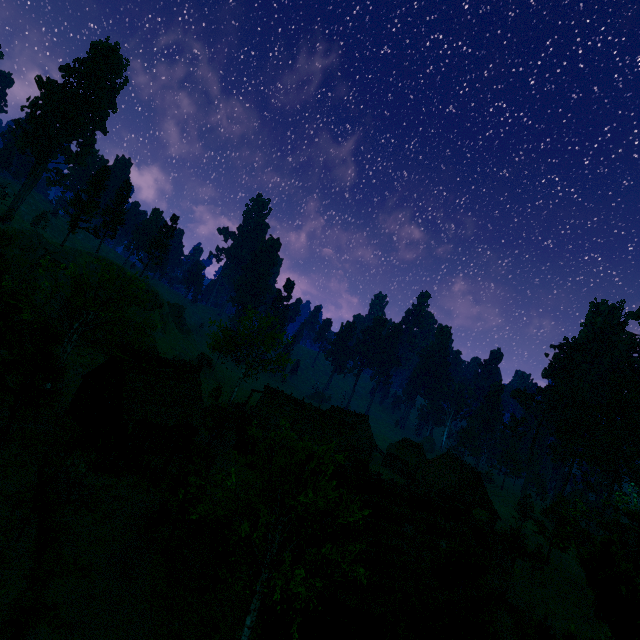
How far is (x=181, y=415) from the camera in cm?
3003

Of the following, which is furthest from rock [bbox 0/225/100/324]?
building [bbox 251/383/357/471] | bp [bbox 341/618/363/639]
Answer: bp [bbox 341/618/363/639]

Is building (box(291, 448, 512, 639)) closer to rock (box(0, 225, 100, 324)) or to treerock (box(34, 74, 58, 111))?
treerock (box(34, 74, 58, 111))

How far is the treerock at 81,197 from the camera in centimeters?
5578cm

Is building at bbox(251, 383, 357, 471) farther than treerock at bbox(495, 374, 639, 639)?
Yes

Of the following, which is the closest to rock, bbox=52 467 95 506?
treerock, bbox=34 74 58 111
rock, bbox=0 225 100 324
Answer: treerock, bbox=34 74 58 111

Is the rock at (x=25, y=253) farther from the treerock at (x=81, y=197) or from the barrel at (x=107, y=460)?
the barrel at (x=107, y=460)

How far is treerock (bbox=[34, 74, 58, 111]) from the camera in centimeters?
5645cm
